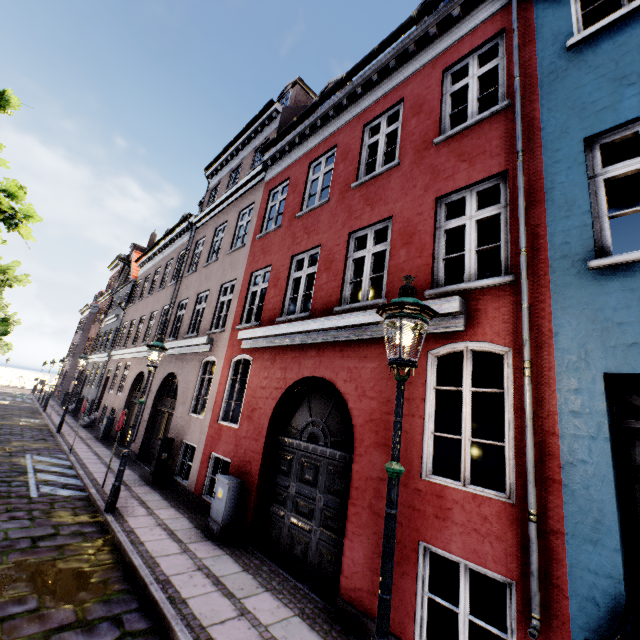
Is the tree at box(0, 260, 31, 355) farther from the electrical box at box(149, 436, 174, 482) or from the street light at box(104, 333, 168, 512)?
the electrical box at box(149, 436, 174, 482)

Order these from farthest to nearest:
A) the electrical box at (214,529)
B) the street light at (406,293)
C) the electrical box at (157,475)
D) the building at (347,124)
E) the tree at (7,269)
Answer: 1. the tree at (7,269)
2. the electrical box at (157,475)
3. the electrical box at (214,529)
4. the building at (347,124)
5. the street light at (406,293)

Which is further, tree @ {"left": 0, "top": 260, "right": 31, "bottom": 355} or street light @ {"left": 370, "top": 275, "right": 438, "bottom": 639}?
tree @ {"left": 0, "top": 260, "right": 31, "bottom": 355}

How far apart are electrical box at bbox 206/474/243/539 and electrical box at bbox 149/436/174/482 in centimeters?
378cm

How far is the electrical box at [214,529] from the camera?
6.48m

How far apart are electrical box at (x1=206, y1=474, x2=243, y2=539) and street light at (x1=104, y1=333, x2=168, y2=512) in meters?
2.1 m

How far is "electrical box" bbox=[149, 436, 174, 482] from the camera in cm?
960

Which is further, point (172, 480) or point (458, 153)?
point (172, 480)
